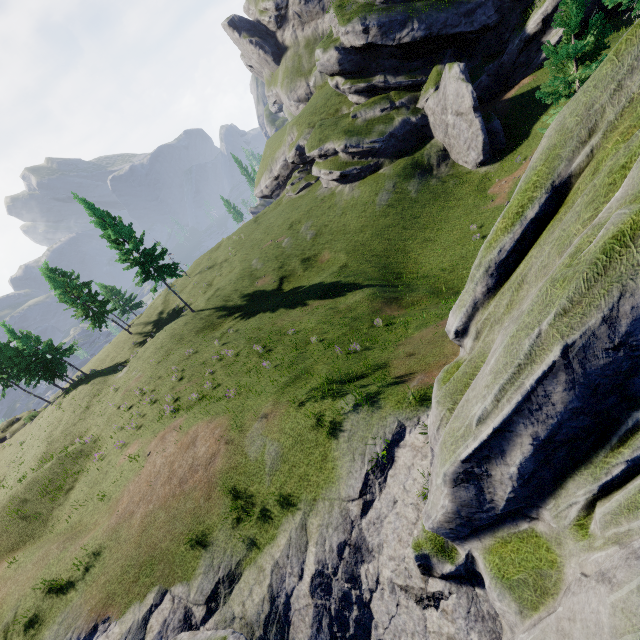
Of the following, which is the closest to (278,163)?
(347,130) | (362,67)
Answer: (347,130)

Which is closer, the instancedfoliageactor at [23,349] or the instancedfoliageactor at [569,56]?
the instancedfoliageactor at [569,56]

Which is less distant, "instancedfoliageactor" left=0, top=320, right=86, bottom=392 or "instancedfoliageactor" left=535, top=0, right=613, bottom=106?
"instancedfoliageactor" left=535, top=0, right=613, bottom=106
